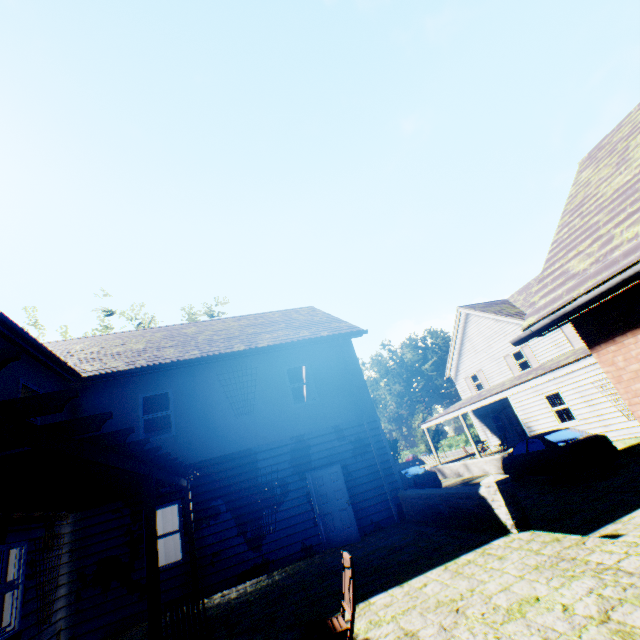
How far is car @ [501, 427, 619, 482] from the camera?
10.8 meters

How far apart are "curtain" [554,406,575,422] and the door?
12.3m

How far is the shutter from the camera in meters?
19.0

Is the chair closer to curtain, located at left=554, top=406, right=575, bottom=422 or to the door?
the door

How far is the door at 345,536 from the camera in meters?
9.8 m

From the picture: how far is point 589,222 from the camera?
5.83m

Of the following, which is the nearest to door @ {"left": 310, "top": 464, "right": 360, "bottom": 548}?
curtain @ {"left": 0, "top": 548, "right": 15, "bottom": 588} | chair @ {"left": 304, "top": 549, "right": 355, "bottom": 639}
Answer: chair @ {"left": 304, "top": 549, "right": 355, "bottom": 639}

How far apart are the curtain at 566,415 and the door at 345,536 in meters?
12.3 m
